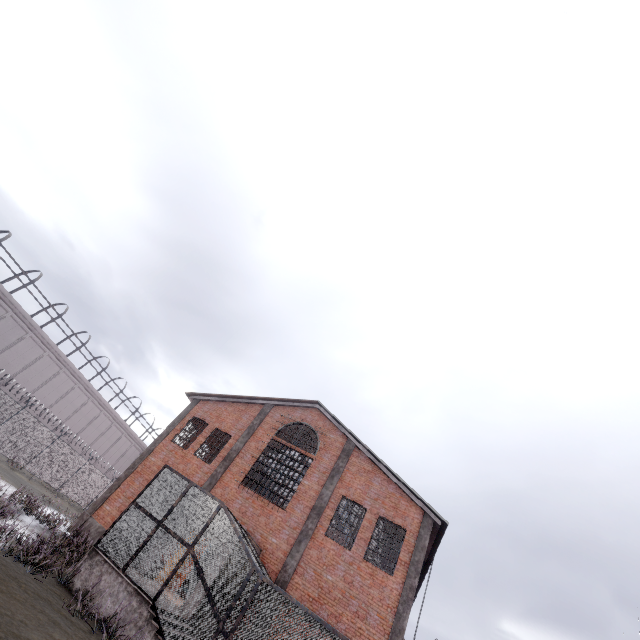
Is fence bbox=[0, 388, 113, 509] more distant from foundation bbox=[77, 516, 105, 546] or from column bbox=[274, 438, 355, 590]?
column bbox=[274, 438, 355, 590]

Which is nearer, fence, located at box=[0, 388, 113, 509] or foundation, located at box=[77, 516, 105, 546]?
foundation, located at box=[77, 516, 105, 546]

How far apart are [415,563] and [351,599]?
3.12m

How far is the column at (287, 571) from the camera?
14.3m

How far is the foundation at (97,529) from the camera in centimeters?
1620cm

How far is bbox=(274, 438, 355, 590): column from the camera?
14.3 meters

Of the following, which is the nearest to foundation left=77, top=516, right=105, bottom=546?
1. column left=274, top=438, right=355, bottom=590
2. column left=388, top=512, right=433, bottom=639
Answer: column left=274, top=438, right=355, bottom=590
